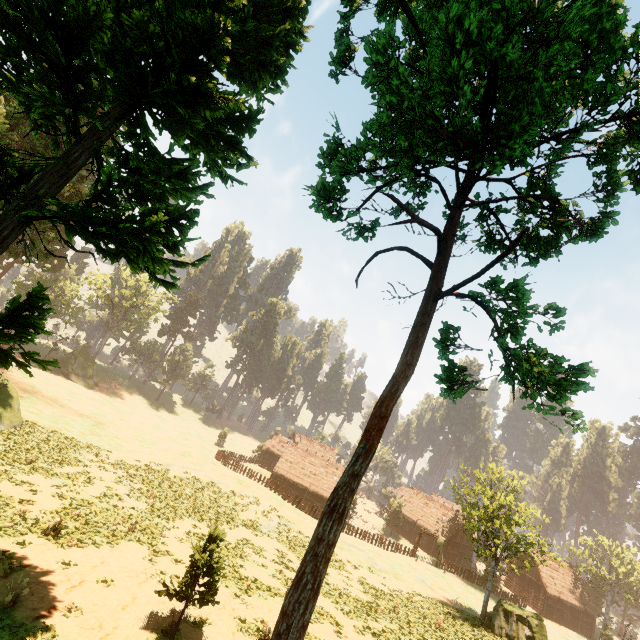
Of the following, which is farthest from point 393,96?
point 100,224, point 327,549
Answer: point 327,549

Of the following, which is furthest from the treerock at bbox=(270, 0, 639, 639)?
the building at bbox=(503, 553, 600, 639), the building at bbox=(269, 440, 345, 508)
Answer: the building at bbox=(503, 553, 600, 639)

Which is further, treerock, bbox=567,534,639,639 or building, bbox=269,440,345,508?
building, bbox=269,440,345,508

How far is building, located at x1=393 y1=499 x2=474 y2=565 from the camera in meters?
52.1 m

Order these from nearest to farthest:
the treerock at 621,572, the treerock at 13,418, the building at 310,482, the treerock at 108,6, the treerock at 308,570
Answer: the treerock at 308,570 → the treerock at 108,6 → the treerock at 13,418 → the treerock at 621,572 → the building at 310,482

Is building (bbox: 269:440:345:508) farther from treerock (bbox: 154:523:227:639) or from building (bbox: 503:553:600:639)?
building (bbox: 503:553:600:639)

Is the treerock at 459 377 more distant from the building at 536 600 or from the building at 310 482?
the building at 536 600
